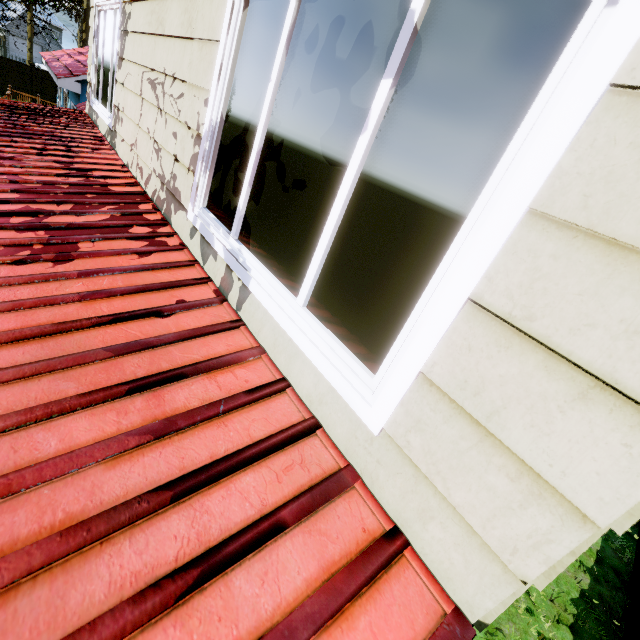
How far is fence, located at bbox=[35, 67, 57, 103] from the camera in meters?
24.1

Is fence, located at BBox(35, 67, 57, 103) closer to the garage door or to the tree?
the tree

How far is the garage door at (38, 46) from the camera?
45.44m

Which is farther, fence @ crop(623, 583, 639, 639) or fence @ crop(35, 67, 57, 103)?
fence @ crop(35, 67, 57, 103)

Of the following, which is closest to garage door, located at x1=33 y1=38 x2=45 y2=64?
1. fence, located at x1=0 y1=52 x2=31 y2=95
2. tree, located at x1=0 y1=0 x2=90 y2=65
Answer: tree, located at x1=0 y1=0 x2=90 y2=65

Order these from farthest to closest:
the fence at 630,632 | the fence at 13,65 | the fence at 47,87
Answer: the fence at 47,87 → the fence at 13,65 → the fence at 630,632

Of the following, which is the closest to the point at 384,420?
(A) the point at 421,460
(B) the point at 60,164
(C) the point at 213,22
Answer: (A) the point at 421,460
